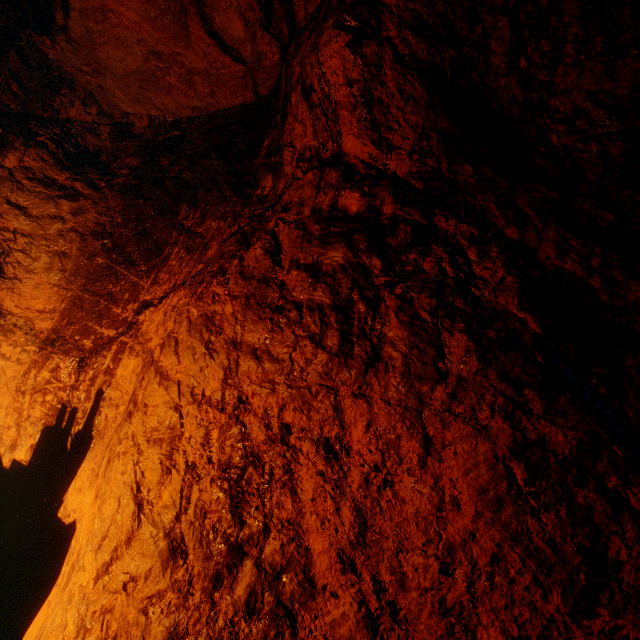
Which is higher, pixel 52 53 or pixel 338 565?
pixel 52 53
